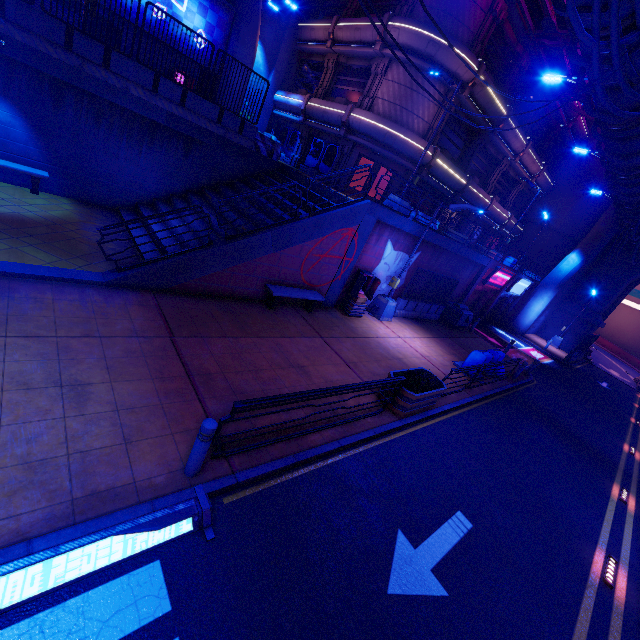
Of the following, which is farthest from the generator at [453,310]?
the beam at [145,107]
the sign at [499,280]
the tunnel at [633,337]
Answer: the tunnel at [633,337]

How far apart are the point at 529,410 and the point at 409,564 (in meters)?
11.63

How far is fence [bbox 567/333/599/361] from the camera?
27.4m

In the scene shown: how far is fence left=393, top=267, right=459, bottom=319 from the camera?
16.81m

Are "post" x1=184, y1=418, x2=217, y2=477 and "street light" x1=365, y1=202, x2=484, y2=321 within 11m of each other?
no

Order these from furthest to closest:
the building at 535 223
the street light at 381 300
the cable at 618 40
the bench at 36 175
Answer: the building at 535 223
the street light at 381 300
the bench at 36 175
the cable at 618 40

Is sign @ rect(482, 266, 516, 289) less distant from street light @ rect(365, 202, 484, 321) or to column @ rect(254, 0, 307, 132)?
street light @ rect(365, 202, 484, 321)

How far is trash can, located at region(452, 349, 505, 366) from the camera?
13.73m
